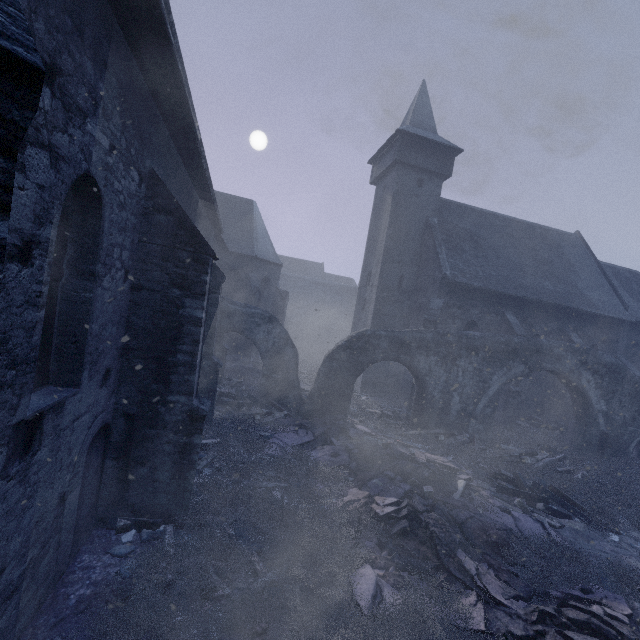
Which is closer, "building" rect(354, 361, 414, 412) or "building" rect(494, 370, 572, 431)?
"building" rect(494, 370, 572, 431)

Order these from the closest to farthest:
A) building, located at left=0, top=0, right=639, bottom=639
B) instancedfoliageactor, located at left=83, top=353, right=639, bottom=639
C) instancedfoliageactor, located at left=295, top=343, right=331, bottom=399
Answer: building, located at left=0, top=0, right=639, bottom=639, instancedfoliageactor, located at left=83, top=353, right=639, bottom=639, instancedfoliageactor, located at left=295, top=343, right=331, bottom=399

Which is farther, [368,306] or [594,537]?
[368,306]

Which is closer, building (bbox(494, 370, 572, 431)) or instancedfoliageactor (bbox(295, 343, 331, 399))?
building (bbox(494, 370, 572, 431))

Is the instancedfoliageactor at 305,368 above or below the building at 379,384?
below

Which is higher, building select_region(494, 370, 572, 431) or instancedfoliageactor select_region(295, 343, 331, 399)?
building select_region(494, 370, 572, 431)
